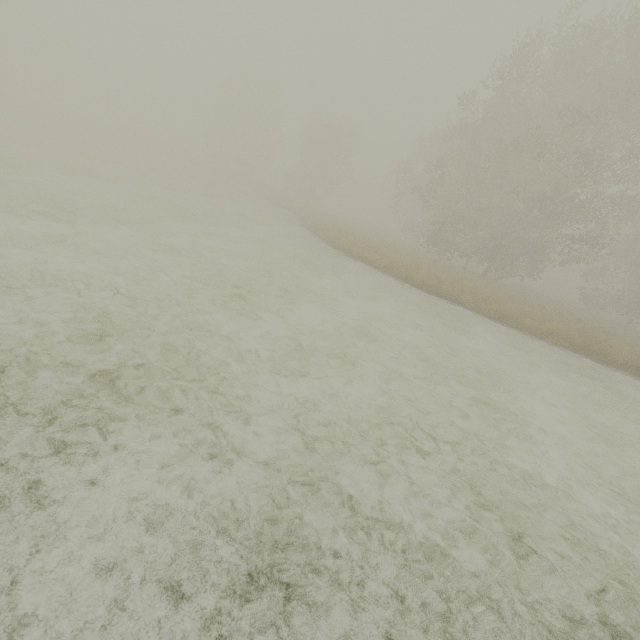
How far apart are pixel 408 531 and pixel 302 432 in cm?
156
